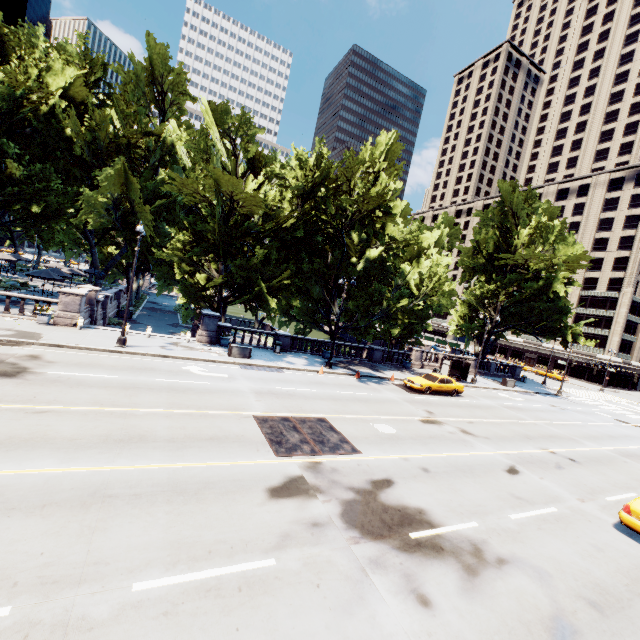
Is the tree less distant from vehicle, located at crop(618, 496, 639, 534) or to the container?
the container

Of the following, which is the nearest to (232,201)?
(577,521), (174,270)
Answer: (577,521)

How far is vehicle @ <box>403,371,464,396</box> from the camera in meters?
24.4 m

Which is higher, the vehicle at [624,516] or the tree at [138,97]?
the tree at [138,97]

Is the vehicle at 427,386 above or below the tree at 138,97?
below

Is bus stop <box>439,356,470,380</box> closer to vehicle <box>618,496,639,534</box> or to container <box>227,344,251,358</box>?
vehicle <box>618,496,639,534</box>

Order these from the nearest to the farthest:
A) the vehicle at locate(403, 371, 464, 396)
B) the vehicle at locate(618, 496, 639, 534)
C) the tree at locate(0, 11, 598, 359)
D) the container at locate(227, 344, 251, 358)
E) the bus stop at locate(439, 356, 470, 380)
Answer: the vehicle at locate(618, 496, 639, 534), the container at locate(227, 344, 251, 358), the tree at locate(0, 11, 598, 359), the vehicle at locate(403, 371, 464, 396), the bus stop at locate(439, 356, 470, 380)

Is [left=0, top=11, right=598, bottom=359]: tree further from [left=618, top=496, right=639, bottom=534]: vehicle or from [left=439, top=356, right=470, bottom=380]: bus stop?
[left=618, top=496, right=639, bottom=534]: vehicle
